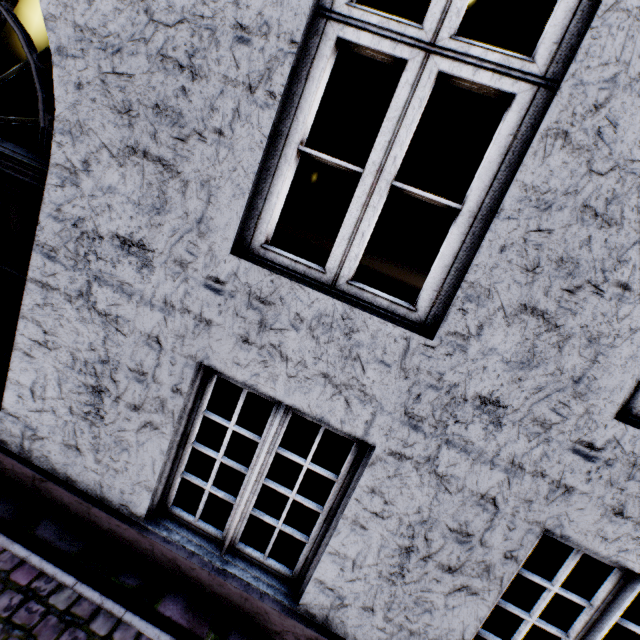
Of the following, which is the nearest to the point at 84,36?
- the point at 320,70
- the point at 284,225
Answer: the point at 320,70
